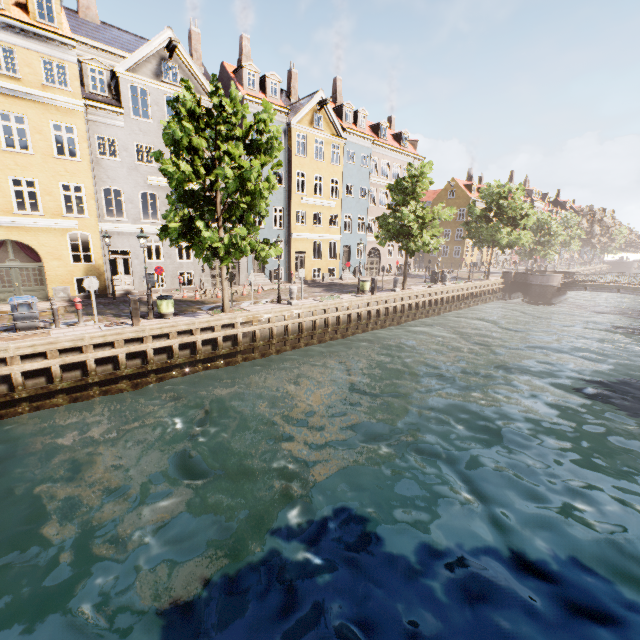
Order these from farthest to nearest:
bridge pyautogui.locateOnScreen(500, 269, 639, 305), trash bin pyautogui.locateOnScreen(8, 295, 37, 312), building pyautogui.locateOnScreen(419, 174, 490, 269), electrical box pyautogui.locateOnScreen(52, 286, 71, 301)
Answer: building pyautogui.locateOnScreen(419, 174, 490, 269) → bridge pyautogui.locateOnScreen(500, 269, 639, 305) → electrical box pyautogui.locateOnScreen(52, 286, 71, 301) → trash bin pyautogui.locateOnScreen(8, 295, 37, 312)

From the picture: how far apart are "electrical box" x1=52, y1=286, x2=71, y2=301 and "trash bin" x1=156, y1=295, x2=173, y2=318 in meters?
7.7

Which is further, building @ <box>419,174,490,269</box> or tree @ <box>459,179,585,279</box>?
building @ <box>419,174,490,269</box>

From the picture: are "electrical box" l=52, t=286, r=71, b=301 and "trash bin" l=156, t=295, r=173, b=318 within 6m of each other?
no

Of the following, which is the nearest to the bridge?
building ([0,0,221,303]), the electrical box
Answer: building ([0,0,221,303])

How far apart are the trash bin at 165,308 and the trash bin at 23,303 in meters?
4.2 m

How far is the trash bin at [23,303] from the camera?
12.0m

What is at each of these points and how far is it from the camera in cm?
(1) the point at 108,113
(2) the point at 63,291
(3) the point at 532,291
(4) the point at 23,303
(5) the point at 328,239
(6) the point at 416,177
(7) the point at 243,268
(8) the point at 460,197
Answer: (1) building, 1856
(2) electrical box, 1817
(3) bridge, 3547
(4) trash bin, 1217
(5) building, 3081
(6) tree, 2373
(7) building, 2608
(8) building, 4978
